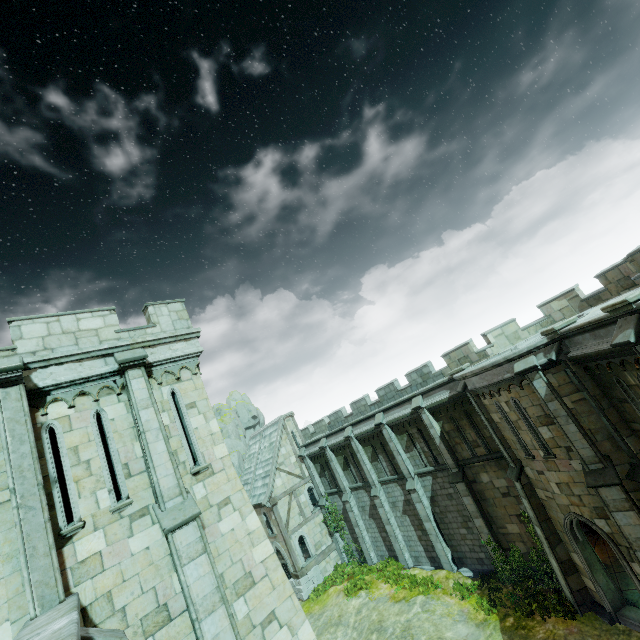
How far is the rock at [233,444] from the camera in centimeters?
4144cm

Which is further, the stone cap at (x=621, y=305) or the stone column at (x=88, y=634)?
the stone cap at (x=621, y=305)

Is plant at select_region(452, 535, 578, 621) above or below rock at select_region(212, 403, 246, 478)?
below

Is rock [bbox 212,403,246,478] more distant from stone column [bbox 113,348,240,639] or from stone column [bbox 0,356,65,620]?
stone column [bbox 0,356,65,620]

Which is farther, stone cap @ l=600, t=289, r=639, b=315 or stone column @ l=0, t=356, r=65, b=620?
stone cap @ l=600, t=289, r=639, b=315

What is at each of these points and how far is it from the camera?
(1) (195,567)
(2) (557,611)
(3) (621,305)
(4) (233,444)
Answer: (1) stone column, 7.5 meters
(2) plant, 13.5 meters
(3) stone cap, 8.5 meters
(4) rock, 43.5 meters

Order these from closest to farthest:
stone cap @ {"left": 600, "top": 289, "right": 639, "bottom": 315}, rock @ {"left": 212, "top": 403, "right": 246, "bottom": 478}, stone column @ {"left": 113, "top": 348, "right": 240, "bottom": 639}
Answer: stone column @ {"left": 113, "top": 348, "right": 240, "bottom": 639}, stone cap @ {"left": 600, "top": 289, "right": 639, "bottom": 315}, rock @ {"left": 212, "top": 403, "right": 246, "bottom": 478}

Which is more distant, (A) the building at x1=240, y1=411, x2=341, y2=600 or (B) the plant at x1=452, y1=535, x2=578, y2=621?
(A) the building at x1=240, y1=411, x2=341, y2=600
